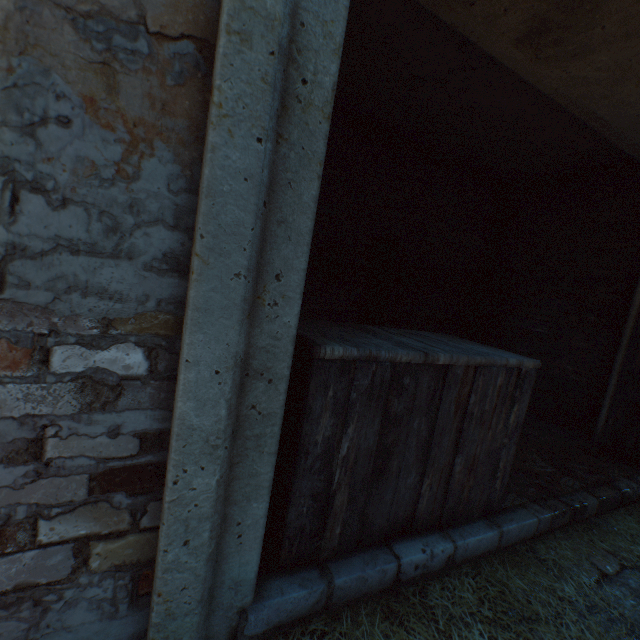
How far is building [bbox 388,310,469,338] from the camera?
4.59m

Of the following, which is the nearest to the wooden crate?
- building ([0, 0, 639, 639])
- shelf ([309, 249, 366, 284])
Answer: building ([0, 0, 639, 639])

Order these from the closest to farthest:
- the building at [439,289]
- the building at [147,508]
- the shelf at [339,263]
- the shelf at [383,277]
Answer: the building at [147,508]
the shelf at [339,263]
the shelf at [383,277]
the building at [439,289]

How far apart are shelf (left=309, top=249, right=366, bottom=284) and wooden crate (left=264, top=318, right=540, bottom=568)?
1.43m

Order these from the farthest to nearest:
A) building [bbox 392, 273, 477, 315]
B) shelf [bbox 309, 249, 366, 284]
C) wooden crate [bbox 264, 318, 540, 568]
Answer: building [bbox 392, 273, 477, 315] < shelf [bbox 309, 249, 366, 284] < wooden crate [bbox 264, 318, 540, 568]

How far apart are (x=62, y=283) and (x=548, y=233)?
5.4 meters

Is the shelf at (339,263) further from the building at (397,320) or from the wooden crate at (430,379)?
the wooden crate at (430,379)

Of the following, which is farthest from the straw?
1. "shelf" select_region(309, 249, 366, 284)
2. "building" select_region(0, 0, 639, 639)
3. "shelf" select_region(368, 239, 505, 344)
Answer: "shelf" select_region(309, 249, 366, 284)
